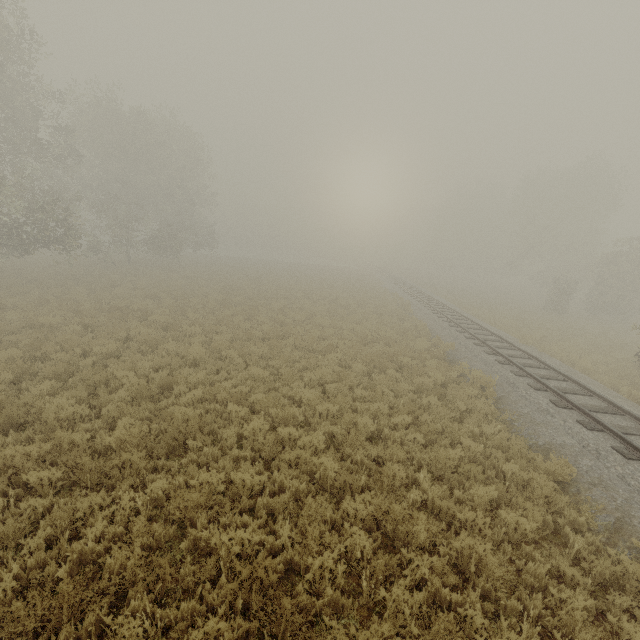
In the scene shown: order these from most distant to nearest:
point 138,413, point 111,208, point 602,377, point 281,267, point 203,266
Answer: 1. point 281,267
2. point 203,266
3. point 111,208
4. point 602,377
5. point 138,413
